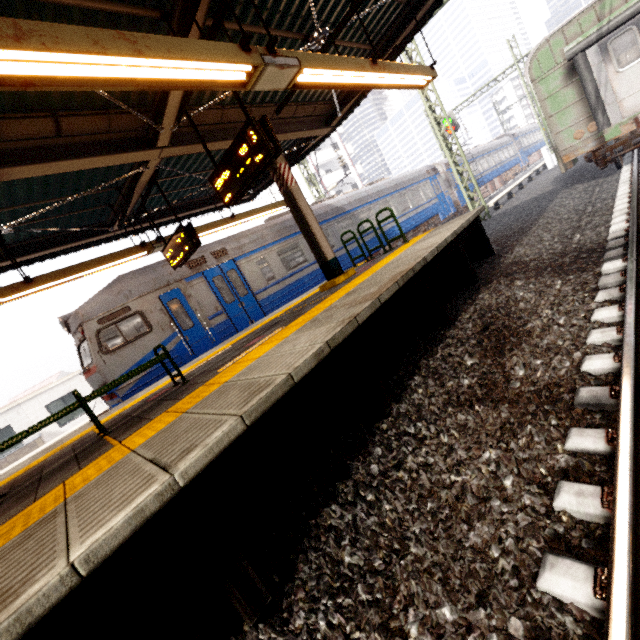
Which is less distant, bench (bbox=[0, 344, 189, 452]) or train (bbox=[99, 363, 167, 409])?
bench (bbox=[0, 344, 189, 452])

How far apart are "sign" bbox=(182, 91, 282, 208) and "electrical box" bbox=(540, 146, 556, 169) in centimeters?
2467cm

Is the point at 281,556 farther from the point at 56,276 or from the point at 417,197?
the point at 417,197

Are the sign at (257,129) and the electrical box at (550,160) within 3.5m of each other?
no

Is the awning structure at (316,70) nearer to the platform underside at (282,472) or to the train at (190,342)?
the train at (190,342)

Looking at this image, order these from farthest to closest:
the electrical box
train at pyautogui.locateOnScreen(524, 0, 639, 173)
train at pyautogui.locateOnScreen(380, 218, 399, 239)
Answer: the electrical box, train at pyautogui.locateOnScreen(380, 218, 399, 239), train at pyautogui.locateOnScreen(524, 0, 639, 173)

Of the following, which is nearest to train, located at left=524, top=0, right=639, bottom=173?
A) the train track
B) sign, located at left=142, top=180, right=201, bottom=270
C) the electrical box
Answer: the train track

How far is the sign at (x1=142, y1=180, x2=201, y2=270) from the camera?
6.6 meters
